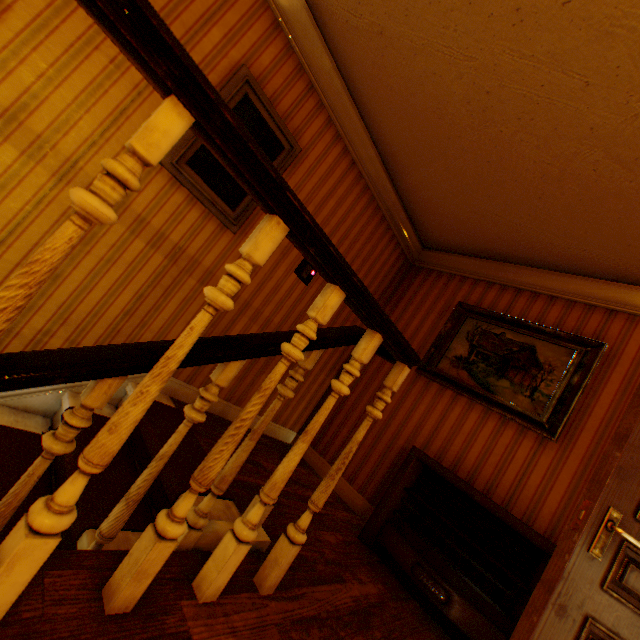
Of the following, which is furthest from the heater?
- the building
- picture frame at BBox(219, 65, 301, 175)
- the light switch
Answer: picture frame at BBox(219, 65, 301, 175)

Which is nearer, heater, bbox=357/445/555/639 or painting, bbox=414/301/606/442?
heater, bbox=357/445/555/639

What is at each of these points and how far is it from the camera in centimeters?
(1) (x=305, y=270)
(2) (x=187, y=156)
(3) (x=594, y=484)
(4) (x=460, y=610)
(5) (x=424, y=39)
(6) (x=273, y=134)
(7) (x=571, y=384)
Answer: (1) light switch, 342cm
(2) picture frame, 237cm
(3) childactor, 159cm
(4) heater, 214cm
(5) building, 221cm
(6) picture frame, 274cm
(7) painting, 284cm

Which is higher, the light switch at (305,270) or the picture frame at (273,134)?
the picture frame at (273,134)

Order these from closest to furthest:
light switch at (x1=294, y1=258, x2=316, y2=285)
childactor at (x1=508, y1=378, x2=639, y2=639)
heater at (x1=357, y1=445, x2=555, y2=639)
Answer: childactor at (x1=508, y1=378, x2=639, y2=639) → heater at (x1=357, y1=445, x2=555, y2=639) → light switch at (x1=294, y1=258, x2=316, y2=285)

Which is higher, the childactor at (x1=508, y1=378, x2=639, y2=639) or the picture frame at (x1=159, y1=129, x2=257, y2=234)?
the picture frame at (x1=159, y1=129, x2=257, y2=234)

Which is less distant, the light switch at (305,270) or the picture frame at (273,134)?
the picture frame at (273,134)
